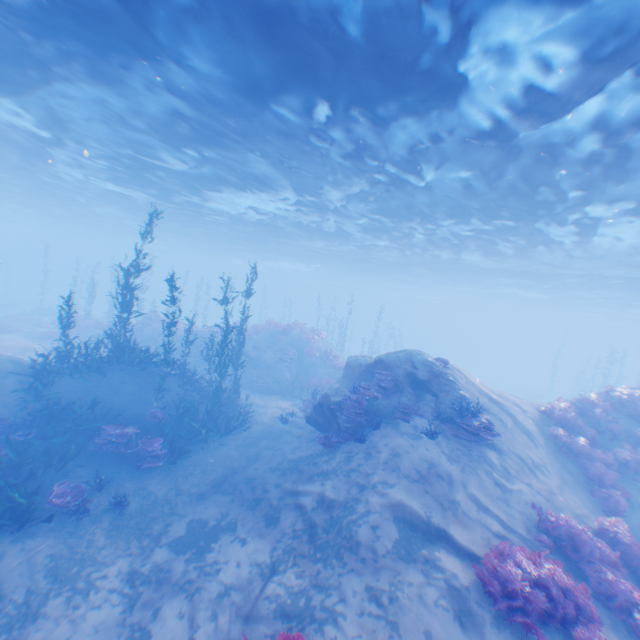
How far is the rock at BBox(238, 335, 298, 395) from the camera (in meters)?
20.86

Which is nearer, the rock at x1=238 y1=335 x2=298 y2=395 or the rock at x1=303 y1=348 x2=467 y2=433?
the rock at x1=303 y1=348 x2=467 y2=433

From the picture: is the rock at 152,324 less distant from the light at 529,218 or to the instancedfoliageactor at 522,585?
the light at 529,218

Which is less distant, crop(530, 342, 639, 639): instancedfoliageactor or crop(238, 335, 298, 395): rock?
crop(530, 342, 639, 639): instancedfoliageactor

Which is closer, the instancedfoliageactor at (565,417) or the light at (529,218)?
the instancedfoliageactor at (565,417)

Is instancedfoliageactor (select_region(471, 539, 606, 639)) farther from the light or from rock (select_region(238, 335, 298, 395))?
rock (select_region(238, 335, 298, 395))

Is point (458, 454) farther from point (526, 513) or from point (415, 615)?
point (415, 615)
